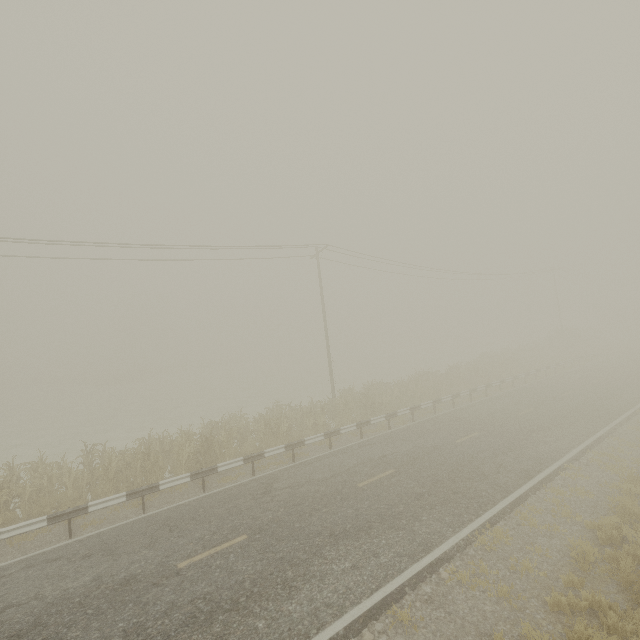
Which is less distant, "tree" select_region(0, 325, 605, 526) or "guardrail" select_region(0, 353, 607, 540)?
"guardrail" select_region(0, 353, 607, 540)

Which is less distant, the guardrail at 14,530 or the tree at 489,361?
the guardrail at 14,530

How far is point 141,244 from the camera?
16.4m
